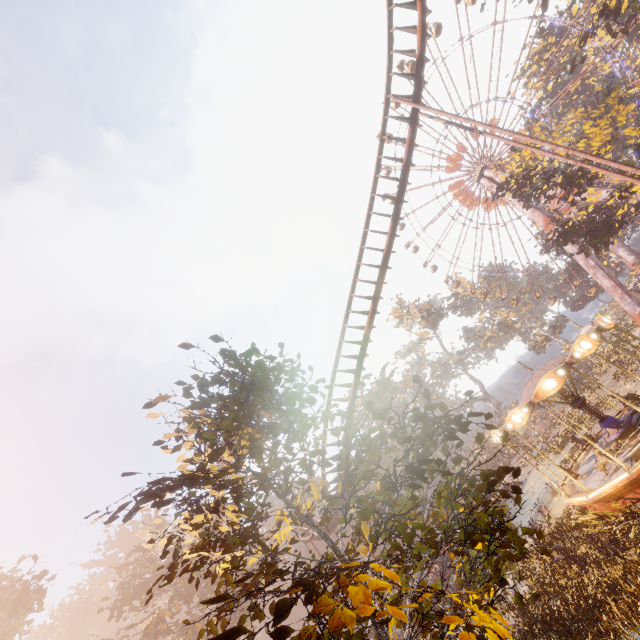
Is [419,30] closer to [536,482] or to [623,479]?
[623,479]

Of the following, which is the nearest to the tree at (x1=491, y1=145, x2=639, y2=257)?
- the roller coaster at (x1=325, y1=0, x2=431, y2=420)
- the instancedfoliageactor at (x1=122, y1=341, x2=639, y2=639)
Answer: the instancedfoliageactor at (x1=122, y1=341, x2=639, y2=639)

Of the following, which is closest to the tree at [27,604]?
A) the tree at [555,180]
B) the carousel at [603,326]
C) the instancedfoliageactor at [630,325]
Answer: the carousel at [603,326]

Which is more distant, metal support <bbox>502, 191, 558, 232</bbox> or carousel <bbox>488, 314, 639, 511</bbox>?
metal support <bbox>502, 191, 558, 232</bbox>

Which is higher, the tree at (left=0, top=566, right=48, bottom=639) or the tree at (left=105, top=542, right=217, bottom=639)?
the tree at (left=0, top=566, right=48, bottom=639)

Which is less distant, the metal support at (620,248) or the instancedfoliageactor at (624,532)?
the instancedfoliageactor at (624,532)

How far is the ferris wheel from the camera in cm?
4878

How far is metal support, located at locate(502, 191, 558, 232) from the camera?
41.5 meters
